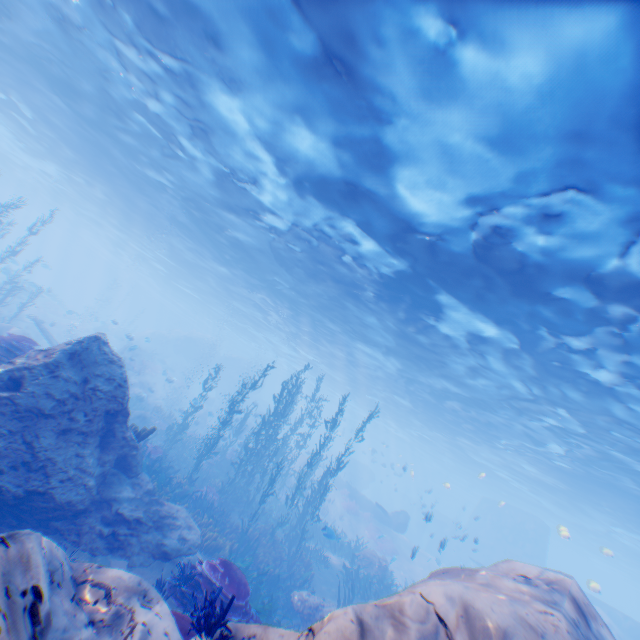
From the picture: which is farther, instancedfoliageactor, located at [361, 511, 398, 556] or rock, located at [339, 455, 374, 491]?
rock, located at [339, 455, 374, 491]

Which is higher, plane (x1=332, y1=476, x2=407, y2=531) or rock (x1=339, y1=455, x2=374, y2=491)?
rock (x1=339, y1=455, x2=374, y2=491)

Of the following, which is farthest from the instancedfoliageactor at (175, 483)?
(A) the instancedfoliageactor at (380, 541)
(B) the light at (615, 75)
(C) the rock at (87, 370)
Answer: (A) the instancedfoliageactor at (380, 541)

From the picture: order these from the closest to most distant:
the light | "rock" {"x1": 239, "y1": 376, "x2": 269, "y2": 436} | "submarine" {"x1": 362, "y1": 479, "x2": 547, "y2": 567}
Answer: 1. the light
2. "submarine" {"x1": 362, "y1": 479, "x2": 547, "y2": 567}
3. "rock" {"x1": 239, "y1": 376, "x2": 269, "y2": 436}

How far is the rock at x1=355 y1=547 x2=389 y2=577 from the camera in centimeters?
1697cm

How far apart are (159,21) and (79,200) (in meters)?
32.14

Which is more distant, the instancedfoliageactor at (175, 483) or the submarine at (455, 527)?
the submarine at (455, 527)

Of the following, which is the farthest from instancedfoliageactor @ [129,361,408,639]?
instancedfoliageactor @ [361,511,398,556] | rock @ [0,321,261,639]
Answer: instancedfoliageactor @ [361,511,398,556]
